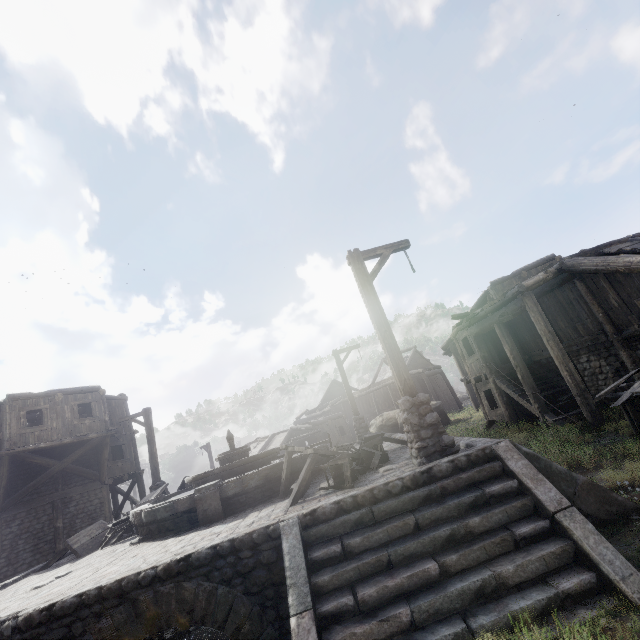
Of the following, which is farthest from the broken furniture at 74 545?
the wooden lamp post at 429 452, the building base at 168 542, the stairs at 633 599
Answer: the wooden lamp post at 429 452

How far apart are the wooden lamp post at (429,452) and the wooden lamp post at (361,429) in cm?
908

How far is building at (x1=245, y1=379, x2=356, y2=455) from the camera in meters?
26.7 m

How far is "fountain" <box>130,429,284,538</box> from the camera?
7.7 meters

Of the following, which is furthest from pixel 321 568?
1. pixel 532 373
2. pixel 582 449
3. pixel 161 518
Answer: pixel 532 373

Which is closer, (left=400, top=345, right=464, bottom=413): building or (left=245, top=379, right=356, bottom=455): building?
(left=245, top=379, right=356, bottom=455): building

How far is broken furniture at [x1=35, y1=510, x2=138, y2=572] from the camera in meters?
9.0

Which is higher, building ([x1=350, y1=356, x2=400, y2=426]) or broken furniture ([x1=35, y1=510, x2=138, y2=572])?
building ([x1=350, y1=356, x2=400, y2=426])
